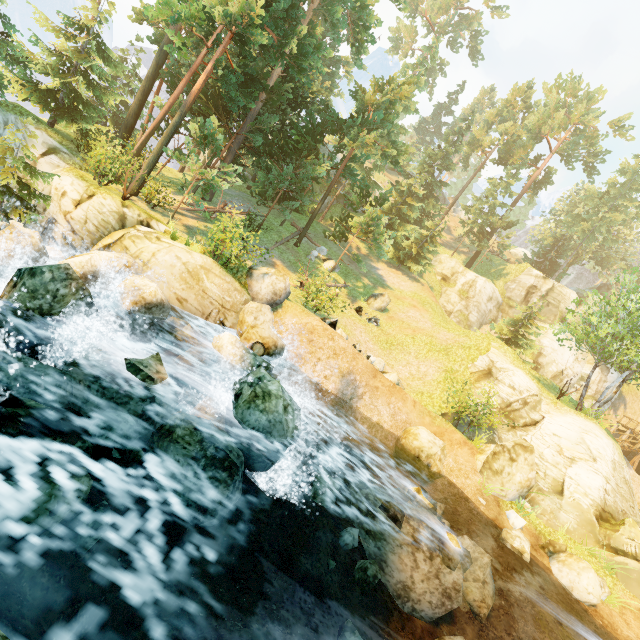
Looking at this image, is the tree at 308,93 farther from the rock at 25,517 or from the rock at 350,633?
the rock at 350,633

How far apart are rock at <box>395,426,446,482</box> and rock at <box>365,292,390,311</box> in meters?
11.6 m

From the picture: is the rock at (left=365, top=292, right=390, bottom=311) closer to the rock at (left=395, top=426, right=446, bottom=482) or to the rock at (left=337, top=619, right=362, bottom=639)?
the rock at (left=395, top=426, right=446, bottom=482)

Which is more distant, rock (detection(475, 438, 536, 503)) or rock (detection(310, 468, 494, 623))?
rock (detection(475, 438, 536, 503))

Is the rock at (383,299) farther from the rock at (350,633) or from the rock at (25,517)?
the rock at (350,633)

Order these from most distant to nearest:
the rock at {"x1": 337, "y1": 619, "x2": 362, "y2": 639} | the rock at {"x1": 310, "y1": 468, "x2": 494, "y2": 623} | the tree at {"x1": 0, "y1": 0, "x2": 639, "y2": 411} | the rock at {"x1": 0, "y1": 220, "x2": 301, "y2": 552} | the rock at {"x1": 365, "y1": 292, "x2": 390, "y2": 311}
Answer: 1. the rock at {"x1": 365, "y1": 292, "x2": 390, "y2": 311}
2. the tree at {"x1": 0, "y1": 0, "x2": 639, "y2": 411}
3. the rock at {"x1": 310, "y1": 468, "x2": 494, "y2": 623}
4. the rock at {"x1": 337, "y1": 619, "x2": 362, "y2": 639}
5. the rock at {"x1": 0, "y1": 220, "x2": 301, "y2": 552}

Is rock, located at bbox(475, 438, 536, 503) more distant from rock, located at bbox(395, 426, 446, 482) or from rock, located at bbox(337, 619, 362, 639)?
rock, located at bbox(337, 619, 362, 639)

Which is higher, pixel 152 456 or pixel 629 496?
pixel 629 496
